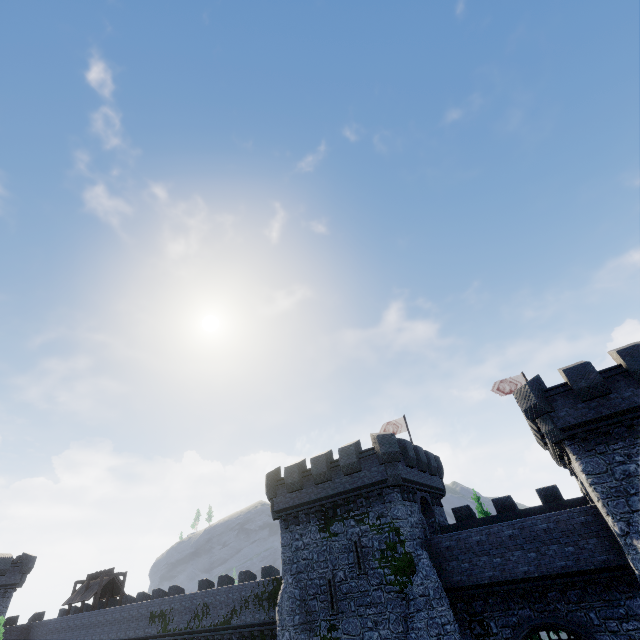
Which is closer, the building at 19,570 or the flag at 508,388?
the flag at 508,388

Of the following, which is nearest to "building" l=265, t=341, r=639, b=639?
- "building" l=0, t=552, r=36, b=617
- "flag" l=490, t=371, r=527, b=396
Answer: "flag" l=490, t=371, r=527, b=396

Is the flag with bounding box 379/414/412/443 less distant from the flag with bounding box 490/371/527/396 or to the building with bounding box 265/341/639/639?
the building with bounding box 265/341/639/639

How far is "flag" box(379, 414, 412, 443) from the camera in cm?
3109

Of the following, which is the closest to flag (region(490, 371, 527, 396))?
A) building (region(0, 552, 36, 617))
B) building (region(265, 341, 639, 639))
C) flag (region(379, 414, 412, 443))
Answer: building (region(265, 341, 639, 639))

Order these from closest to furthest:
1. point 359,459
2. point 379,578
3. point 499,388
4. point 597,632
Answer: point 597,632 < point 379,578 < point 359,459 < point 499,388

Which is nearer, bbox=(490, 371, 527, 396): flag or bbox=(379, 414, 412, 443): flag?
bbox=(490, 371, 527, 396): flag

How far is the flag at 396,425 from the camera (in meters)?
31.09
